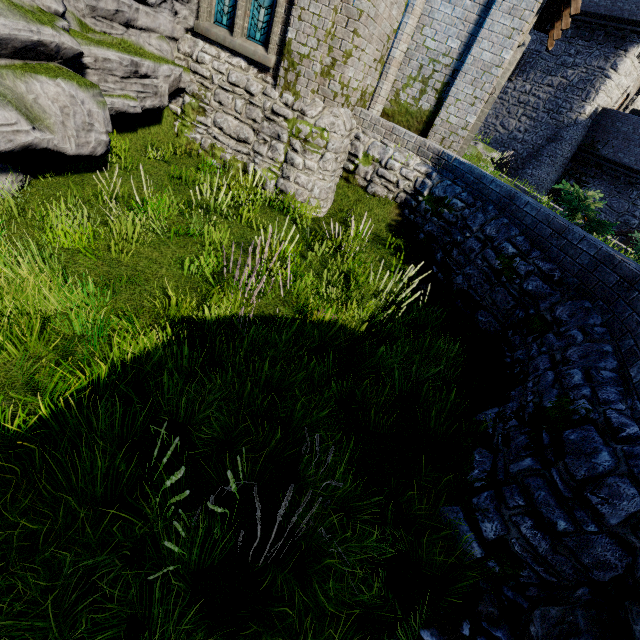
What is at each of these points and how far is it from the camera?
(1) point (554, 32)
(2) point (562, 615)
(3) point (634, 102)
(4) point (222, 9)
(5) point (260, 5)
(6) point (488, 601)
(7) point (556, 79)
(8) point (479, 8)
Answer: (1) awning, 10.2m
(2) stairs, 2.6m
(3) building, 24.6m
(4) window glass, 7.9m
(5) window glass, 7.5m
(6) instancedfoliageactor, 3.0m
(7) building, 23.0m
(8) building, 8.1m

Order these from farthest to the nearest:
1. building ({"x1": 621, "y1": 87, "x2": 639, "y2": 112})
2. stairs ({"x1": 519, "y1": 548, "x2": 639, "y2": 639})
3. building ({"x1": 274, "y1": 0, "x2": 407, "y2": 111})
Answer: building ({"x1": 621, "y1": 87, "x2": 639, "y2": 112}) → building ({"x1": 274, "y1": 0, "x2": 407, "y2": 111}) → stairs ({"x1": 519, "y1": 548, "x2": 639, "y2": 639})

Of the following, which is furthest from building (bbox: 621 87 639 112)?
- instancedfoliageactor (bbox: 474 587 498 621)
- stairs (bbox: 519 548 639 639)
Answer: instancedfoliageactor (bbox: 474 587 498 621)

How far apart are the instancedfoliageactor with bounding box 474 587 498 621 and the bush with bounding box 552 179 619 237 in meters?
6.3 m

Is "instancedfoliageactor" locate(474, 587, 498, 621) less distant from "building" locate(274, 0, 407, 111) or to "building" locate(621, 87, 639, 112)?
"building" locate(274, 0, 407, 111)

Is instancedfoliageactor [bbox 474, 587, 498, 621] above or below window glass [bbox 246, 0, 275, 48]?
below

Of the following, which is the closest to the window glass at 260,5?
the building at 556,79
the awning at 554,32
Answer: the awning at 554,32

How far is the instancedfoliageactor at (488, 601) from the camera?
2.9m
